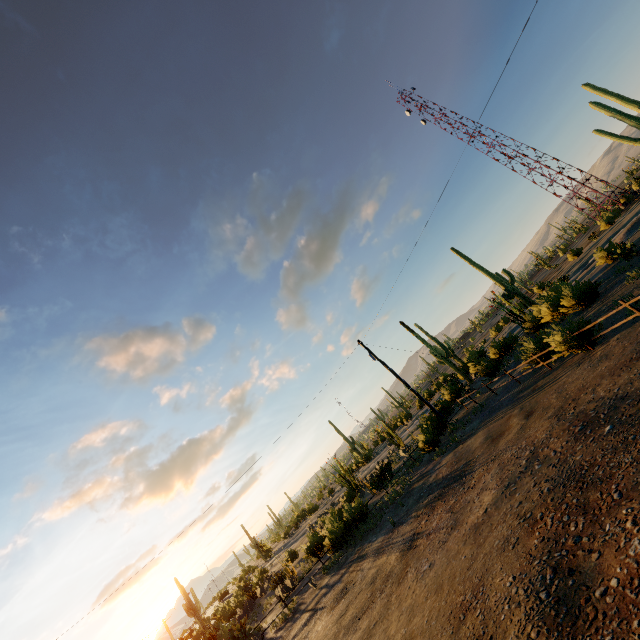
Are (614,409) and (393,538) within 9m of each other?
no
